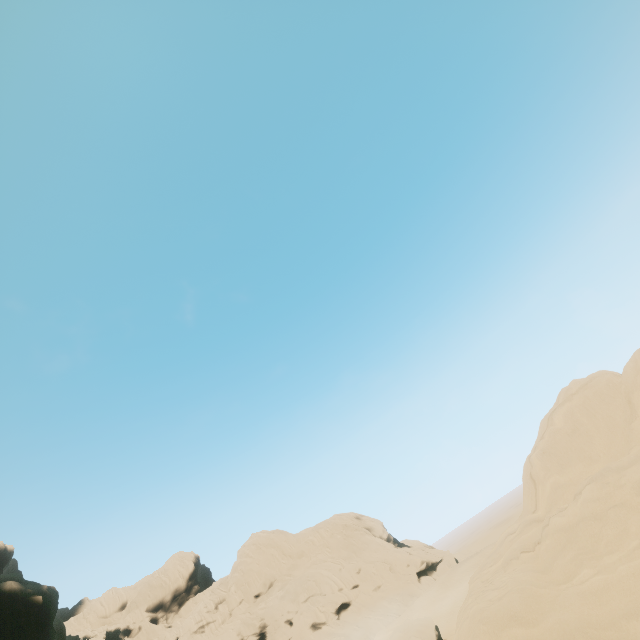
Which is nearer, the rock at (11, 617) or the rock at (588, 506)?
the rock at (588, 506)

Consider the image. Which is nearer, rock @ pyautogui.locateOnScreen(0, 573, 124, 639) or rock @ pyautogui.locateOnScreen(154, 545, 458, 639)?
rock @ pyautogui.locateOnScreen(0, 573, 124, 639)

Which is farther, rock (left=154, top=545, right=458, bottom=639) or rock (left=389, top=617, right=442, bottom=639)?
rock (left=154, top=545, right=458, bottom=639)

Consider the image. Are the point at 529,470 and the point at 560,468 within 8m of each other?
yes

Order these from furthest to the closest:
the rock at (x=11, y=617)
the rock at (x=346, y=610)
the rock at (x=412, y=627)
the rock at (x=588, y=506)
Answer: the rock at (x=346, y=610)
the rock at (x=412, y=627)
the rock at (x=11, y=617)
the rock at (x=588, y=506)

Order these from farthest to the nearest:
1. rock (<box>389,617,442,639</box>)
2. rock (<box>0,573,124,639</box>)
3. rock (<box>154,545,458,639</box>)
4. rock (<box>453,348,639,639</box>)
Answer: rock (<box>154,545,458,639</box>) < rock (<box>389,617,442,639</box>) < rock (<box>0,573,124,639</box>) < rock (<box>453,348,639,639</box>)
